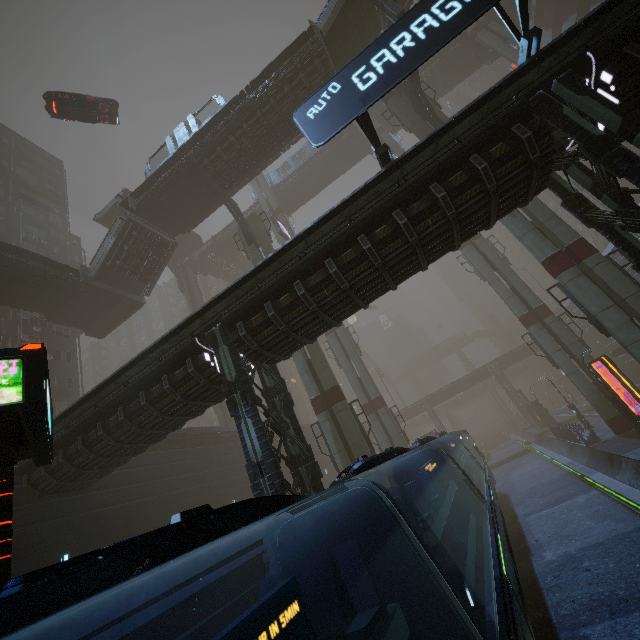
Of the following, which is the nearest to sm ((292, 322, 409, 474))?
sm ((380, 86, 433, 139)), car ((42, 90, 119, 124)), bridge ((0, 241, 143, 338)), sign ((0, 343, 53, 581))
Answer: car ((42, 90, 119, 124))

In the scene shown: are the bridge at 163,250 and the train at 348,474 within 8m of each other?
no

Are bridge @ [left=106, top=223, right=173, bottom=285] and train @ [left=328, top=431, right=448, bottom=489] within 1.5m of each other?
no

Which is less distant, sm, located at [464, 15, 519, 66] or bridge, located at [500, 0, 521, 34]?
sm, located at [464, 15, 519, 66]

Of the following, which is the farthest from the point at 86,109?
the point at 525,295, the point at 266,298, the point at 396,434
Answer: the point at 525,295

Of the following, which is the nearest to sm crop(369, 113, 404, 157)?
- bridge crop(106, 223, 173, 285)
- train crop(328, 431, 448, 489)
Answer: train crop(328, 431, 448, 489)

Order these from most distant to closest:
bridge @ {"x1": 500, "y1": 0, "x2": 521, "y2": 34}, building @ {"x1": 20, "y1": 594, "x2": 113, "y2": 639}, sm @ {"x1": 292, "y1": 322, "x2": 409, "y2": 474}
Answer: bridge @ {"x1": 500, "y1": 0, "x2": 521, "y2": 34}, sm @ {"x1": 292, "y1": 322, "x2": 409, "y2": 474}, building @ {"x1": 20, "y1": 594, "x2": 113, "y2": 639}

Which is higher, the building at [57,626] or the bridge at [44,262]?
the bridge at [44,262]
